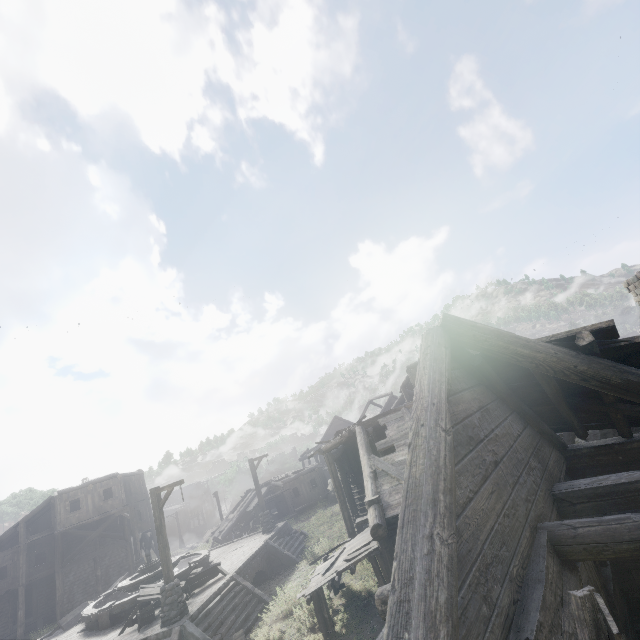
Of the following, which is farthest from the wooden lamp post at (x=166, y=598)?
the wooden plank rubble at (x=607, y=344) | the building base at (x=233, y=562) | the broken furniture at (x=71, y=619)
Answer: the wooden plank rubble at (x=607, y=344)

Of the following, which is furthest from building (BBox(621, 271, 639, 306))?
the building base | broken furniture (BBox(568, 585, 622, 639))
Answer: the building base

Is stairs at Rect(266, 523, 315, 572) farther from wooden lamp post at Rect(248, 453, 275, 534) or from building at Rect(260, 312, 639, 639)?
building at Rect(260, 312, 639, 639)

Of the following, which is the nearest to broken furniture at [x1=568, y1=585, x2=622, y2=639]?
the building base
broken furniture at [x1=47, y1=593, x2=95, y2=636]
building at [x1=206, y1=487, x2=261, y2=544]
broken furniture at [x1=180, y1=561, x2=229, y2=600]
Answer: the building base

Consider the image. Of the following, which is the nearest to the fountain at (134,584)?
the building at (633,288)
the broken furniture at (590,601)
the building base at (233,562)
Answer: the building base at (233,562)

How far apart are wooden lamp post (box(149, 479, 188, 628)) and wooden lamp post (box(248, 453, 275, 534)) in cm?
908

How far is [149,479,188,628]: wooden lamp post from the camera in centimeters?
1209cm

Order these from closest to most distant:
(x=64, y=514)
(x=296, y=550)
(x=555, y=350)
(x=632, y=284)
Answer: (x=555, y=350)
(x=296, y=550)
(x=632, y=284)
(x=64, y=514)
